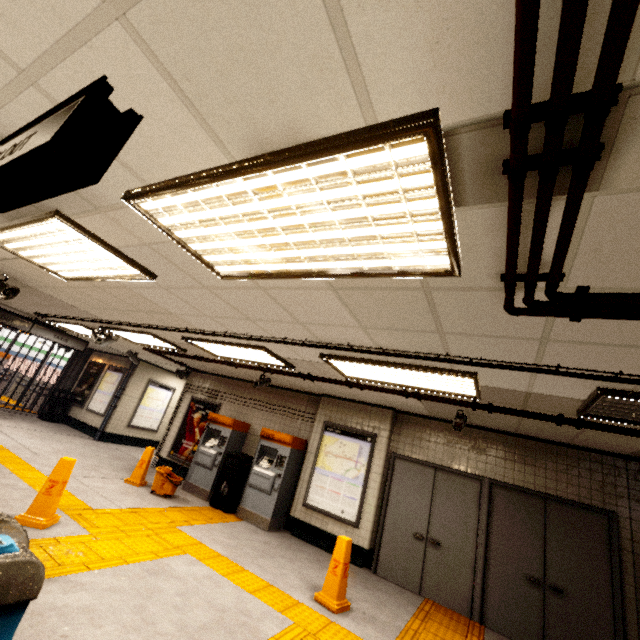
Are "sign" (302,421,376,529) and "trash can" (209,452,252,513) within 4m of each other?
yes

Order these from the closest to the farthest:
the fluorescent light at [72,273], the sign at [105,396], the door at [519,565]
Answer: the fluorescent light at [72,273]
the door at [519,565]
the sign at [105,396]

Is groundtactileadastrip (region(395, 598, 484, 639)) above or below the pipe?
below

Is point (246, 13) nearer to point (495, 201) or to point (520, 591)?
point (495, 201)

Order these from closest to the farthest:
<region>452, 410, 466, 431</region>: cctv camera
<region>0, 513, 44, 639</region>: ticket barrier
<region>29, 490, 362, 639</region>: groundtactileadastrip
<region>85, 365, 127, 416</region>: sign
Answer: <region>0, 513, 44, 639</region>: ticket barrier → <region>29, 490, 362, 639</region>: groundtactileadastrip → <region>452, 410, 466, 431</region>: cctv camera → <region>85, 365, 127, 416</region>: sign

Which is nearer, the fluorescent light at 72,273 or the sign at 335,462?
the fluorescent light at 72,273

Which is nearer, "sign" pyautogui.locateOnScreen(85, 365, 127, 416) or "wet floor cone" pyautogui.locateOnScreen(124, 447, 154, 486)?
"wet floor cone" pyautogui.locateOnScreen(124, 447, 154, 486)

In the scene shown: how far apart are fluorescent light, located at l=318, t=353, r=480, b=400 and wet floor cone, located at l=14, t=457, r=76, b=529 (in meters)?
3.62
